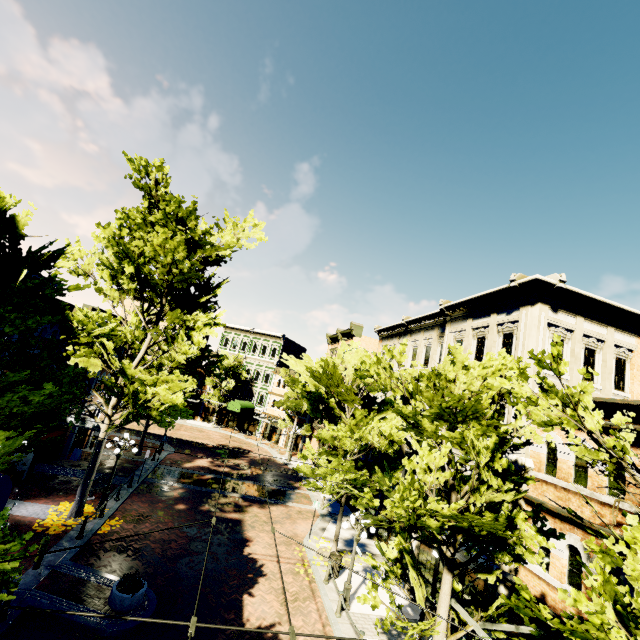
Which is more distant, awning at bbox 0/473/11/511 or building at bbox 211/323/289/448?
building at bbox 211/323/289/448

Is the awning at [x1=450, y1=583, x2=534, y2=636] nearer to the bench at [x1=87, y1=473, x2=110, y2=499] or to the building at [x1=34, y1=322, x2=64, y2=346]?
the building at [x1=34, y1=322, x2=64, y2=346]

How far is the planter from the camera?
10.0 meters

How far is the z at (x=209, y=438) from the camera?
26.20m

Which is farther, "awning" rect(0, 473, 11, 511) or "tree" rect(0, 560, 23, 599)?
"awning" rect(0, 473, 11, 511)

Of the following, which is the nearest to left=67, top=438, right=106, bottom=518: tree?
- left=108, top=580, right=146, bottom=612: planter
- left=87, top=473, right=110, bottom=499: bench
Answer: left=87, top=473, right=110, bottom=499: bench

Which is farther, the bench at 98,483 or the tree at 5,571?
the bench at 98,483

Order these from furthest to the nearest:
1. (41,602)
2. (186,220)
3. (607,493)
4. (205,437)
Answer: (205,437), (186,220), (41,602), (607,493)
